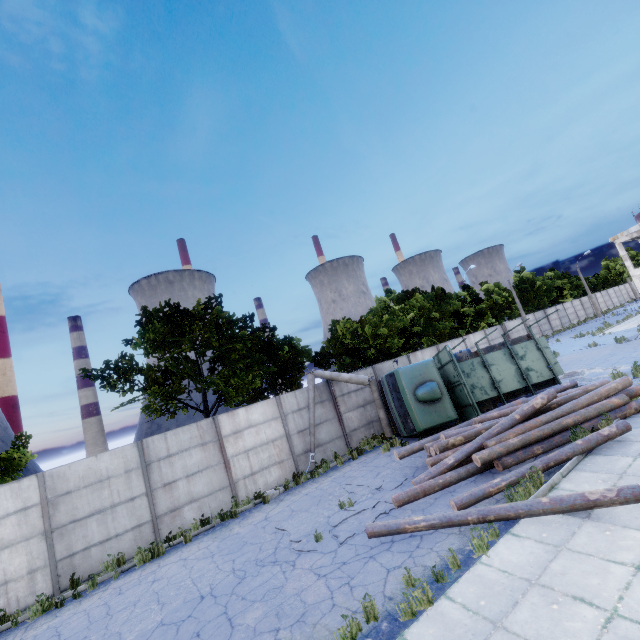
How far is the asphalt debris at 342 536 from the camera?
7.9 meters

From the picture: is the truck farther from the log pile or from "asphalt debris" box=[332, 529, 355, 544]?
"asphalt debris" box=[332, 529, 355, 544]

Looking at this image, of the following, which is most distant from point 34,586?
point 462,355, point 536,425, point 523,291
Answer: point 523,291

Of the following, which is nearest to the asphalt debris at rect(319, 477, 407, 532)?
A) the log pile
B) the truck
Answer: the log pile

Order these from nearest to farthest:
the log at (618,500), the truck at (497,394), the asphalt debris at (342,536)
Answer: the log at (618,500)
the asphalt debris at (342,536)
the truck at (497,394)

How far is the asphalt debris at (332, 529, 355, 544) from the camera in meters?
7.9 m

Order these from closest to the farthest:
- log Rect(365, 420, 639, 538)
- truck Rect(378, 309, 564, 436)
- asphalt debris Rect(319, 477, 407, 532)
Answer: log Rect(365, 420, 639, 538) < asphalt debris Rect(319, 477, 407, 532) < truck Rect(378, 309, 564, 436)
